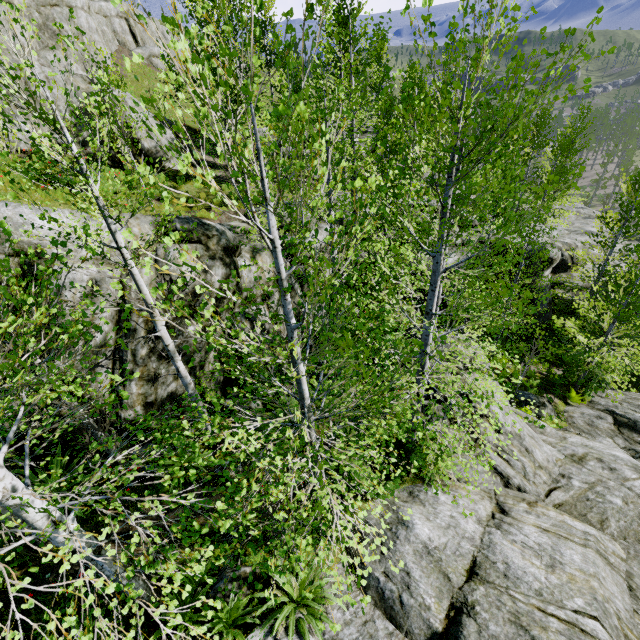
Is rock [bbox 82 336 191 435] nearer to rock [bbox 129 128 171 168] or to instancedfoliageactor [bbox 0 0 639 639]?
instancedfoliageactor [bbox 0 0 639 639]

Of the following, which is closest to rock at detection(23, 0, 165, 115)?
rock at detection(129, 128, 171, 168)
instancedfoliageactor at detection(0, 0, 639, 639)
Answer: instancedfoliageactor at detection(0, 0, 639, 639)

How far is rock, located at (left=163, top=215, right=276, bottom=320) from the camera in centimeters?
821cm

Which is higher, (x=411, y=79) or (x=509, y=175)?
(x=411, y=79)

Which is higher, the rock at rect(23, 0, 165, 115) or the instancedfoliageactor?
the rock at rect(23, 0, 165, 115)

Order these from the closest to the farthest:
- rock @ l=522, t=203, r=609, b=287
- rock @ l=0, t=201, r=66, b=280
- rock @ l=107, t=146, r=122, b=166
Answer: rock @ l=0, t=201, r=66, b=280
rock @ l=107, t=146, r=122, b=166
rock @ l=522, t=203, r=609, b=287

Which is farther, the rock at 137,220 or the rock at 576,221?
the rock at 576,221

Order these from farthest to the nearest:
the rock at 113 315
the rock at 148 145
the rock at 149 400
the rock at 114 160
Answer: the rock at 148 145, the rock at 114 160, the rock at 149 400, the rock at 113 315
